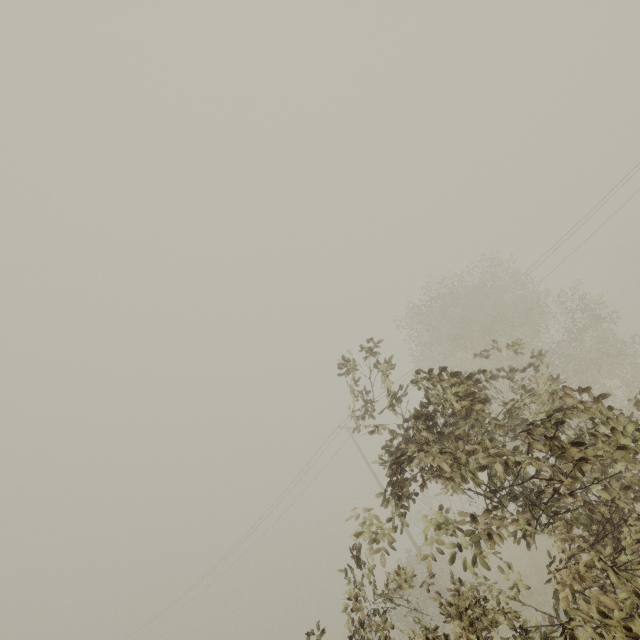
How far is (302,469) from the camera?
24.5m
